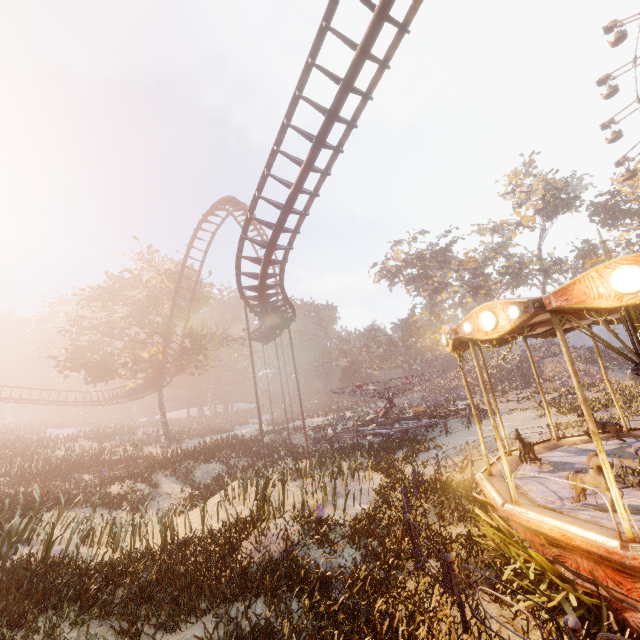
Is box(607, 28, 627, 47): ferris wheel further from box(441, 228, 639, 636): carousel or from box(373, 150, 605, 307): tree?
box(441, 228, 639, 636): carousel

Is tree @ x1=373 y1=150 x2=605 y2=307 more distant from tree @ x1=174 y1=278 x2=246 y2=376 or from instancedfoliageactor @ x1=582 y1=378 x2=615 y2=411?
tree @ x1=174 y1=278 x2=246 y2=376

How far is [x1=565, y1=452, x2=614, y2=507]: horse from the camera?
5.3m

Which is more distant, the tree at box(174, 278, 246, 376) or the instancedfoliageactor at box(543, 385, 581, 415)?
the tree at box(174, 278, 246, 376)

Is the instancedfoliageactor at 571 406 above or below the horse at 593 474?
below

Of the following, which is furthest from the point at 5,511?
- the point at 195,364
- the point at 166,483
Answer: the point at 195,364

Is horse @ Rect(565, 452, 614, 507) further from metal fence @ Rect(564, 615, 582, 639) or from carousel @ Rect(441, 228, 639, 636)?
metal fence @ Rect(564, 615, 582, 639)

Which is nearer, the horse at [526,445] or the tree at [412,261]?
the horse at [526,445]
